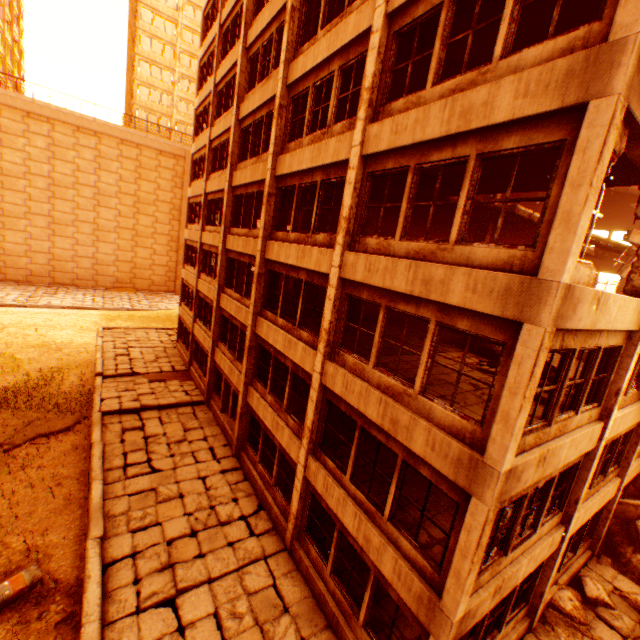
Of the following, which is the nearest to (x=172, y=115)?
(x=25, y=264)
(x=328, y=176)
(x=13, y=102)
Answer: (x=13, y=102)

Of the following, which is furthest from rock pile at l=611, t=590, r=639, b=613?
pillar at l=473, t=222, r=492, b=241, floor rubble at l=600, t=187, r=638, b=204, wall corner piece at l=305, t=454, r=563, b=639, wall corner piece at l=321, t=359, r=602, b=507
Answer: pillar at l=473, t=222, r=492, b=241

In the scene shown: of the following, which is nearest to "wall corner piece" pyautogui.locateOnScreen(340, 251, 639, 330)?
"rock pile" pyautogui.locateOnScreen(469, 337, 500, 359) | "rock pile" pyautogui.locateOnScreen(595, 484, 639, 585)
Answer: "rock pile" pyautogui.locateOnScreen(469, 337, 500, 359)

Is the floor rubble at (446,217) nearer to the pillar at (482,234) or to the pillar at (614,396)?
the pillar at (482,234)

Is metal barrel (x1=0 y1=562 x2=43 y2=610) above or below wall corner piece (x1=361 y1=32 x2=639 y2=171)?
below

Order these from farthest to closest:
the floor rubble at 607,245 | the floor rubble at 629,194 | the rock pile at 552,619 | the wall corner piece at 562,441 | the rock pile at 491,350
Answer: the floor rubble at 629,194 → the floor rubble at 607,245 → the rock pile at 491,350 → the rock pile at 552,619 → the wall corner piece at 562,441

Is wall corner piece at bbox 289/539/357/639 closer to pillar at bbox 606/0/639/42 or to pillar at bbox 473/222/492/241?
pillar at bbox 606/0/639/42

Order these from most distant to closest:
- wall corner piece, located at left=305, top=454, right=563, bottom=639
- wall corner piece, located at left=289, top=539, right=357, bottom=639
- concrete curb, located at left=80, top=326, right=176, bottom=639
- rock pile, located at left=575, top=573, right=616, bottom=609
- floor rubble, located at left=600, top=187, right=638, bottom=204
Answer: floor rubble, located at left=600, top=187, right=638, bottom=204
rock pile, located at left=575, top=573, right=616, bottom=609
wall corner piece, located at left=289, top=539, right=357, bottom=639
concrete curb, located at left=80, top=326, right=176, bottom=639
wall corner piece, located at left=305, top=454, right=563, bottom=639
